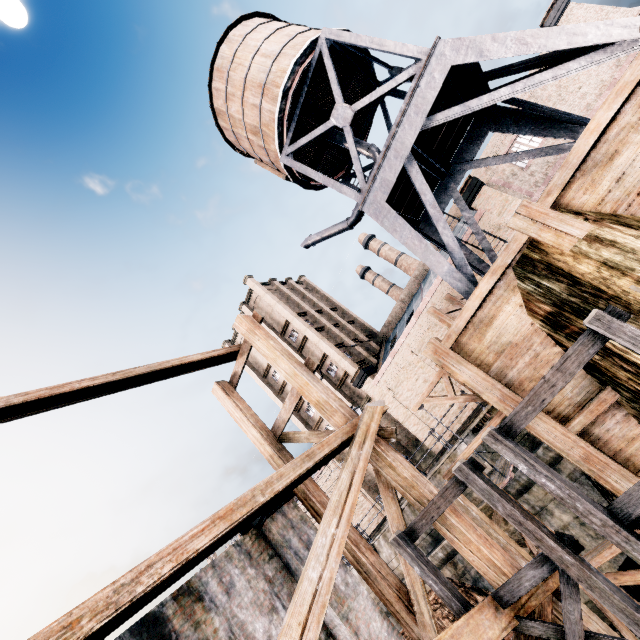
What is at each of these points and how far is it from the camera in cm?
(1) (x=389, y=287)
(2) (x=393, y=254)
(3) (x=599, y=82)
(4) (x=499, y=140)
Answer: (1) chimney, 5719
(2) chimney, 5559
(3) building, 2653
(4) building, 3108

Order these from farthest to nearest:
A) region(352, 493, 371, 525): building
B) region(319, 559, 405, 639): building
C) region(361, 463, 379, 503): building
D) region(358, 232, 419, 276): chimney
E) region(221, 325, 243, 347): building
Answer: region(358, 232, 419, 276): chimney, region(221, 325, 243, 347): building, region(352, 493, 371, 525): building, region(361, 463, 379, 503): building, region(319, 559, 405, 639): building

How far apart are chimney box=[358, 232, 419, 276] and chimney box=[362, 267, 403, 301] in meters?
2.6 m

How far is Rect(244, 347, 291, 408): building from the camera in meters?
40.3 m

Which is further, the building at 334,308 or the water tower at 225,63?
the building at 334,308

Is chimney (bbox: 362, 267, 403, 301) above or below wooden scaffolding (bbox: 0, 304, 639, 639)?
above

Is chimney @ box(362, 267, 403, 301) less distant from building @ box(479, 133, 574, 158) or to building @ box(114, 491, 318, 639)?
building @ box(479, 133, 574, 158)

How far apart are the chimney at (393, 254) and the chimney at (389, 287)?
2.6m
